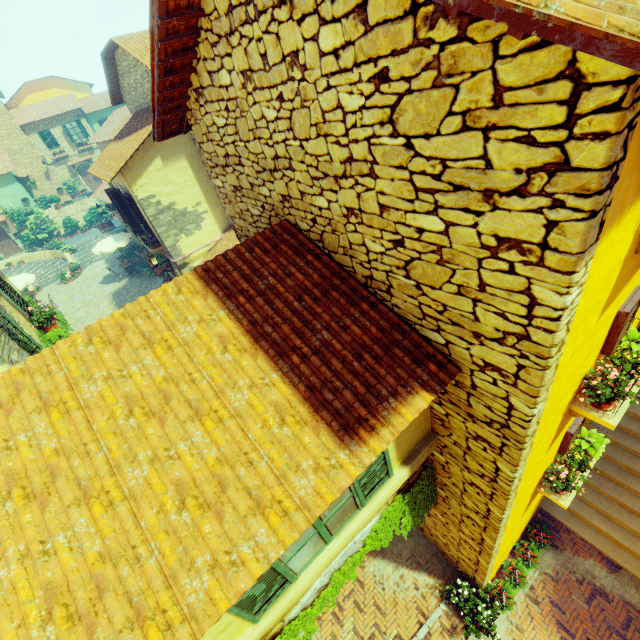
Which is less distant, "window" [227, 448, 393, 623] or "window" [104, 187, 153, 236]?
"window" [227, 448, 393, 623]

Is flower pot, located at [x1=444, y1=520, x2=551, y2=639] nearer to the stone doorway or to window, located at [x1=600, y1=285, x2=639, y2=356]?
the stone doorway

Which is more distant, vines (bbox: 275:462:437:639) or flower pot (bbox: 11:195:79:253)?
flower pot (bbox: 11:195:79:253)

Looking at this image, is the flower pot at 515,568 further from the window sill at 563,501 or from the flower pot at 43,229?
the flower pot at 43,229

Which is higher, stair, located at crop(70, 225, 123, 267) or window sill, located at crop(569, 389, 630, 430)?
window sill, located at crop(569, 389, 630, 430)

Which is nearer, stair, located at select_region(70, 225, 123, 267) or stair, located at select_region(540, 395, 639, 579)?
stair, located at select_region(540, 395, 639, 579)

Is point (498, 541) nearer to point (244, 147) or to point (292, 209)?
point (292, 209)

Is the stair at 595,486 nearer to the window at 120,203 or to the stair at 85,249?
the window at 120,203
